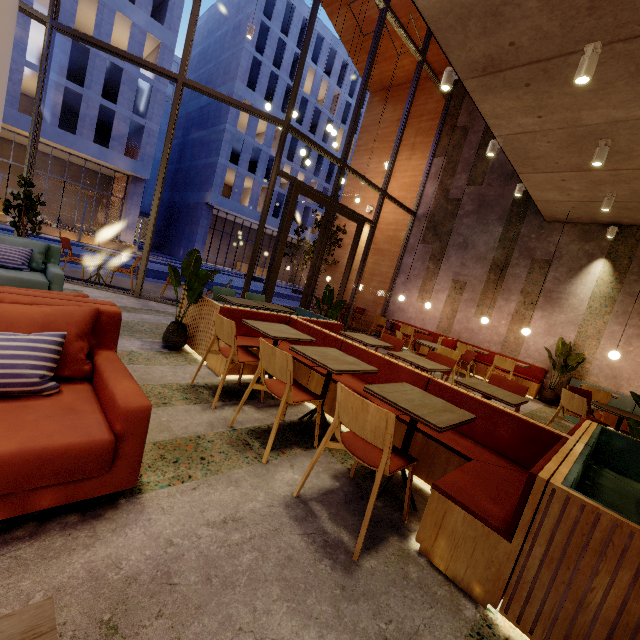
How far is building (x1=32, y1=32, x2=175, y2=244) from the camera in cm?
2209

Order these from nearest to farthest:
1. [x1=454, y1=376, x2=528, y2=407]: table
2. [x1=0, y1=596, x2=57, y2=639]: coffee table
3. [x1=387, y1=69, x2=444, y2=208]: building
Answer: [x1=0, y1=596, x2=57, y2=639]: coffee table, [x1=454, y1=376, x2=528, y2=407]: table, [x1=387, y1=69, x2=444, y2=208]: building

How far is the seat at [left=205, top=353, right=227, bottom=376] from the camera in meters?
3.9 m

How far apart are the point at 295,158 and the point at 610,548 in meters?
38.5

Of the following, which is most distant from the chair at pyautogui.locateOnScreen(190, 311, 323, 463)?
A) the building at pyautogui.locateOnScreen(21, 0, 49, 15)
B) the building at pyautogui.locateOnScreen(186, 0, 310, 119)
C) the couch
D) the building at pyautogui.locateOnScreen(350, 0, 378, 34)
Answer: the building at pyautogui.locateOnScreen(186, 0, 310, 119)

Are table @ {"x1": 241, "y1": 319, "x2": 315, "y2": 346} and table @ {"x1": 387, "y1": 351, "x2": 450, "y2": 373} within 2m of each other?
yes

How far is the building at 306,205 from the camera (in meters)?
37.19

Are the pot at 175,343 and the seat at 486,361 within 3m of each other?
no
